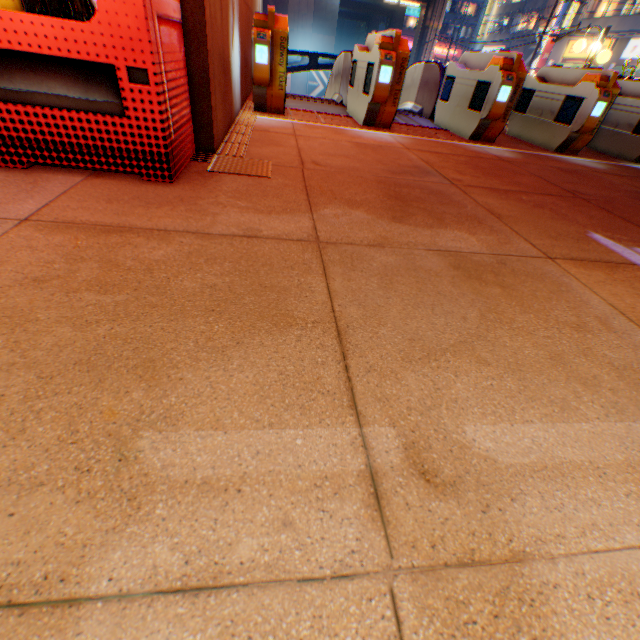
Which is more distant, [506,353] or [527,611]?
[506,353]

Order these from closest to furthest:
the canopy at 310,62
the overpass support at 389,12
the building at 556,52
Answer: the canopy at 310,62, the building at 556,52, the overpass support at 389,12

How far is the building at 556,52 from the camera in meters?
31.0

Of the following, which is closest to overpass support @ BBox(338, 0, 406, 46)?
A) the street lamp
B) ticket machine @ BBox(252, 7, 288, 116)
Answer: the street lamp

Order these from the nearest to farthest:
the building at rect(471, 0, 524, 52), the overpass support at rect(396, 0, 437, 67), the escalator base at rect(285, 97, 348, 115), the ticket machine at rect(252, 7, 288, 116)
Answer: the ticket machine at rect(252, 7, 288, 116)
the escalator base at rect(285, 97, 348, 115)
the overpass support at rect(396, 0, 437, 67)
the building at rect(471, 0, 524, 52)

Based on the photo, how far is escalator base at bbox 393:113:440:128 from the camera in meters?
6.5 m

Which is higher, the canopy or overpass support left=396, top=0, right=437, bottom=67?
overpass support left=396, top=0, right=437, bottom=67

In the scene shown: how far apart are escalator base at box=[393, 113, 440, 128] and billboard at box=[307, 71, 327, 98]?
43.2 meters
